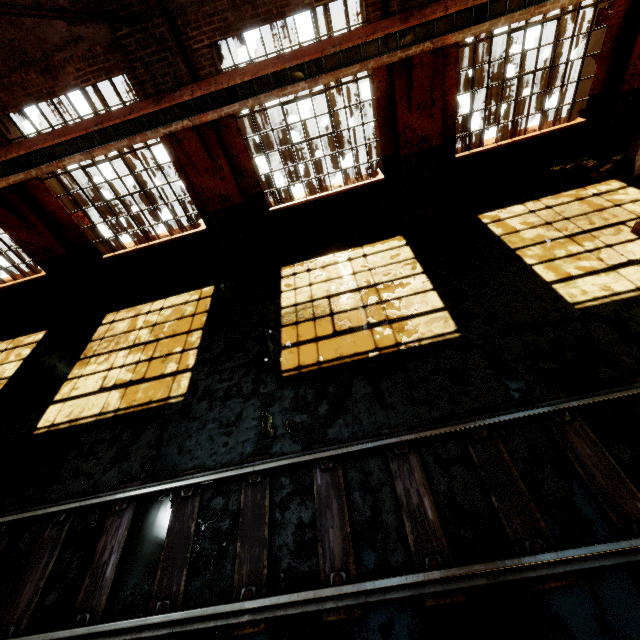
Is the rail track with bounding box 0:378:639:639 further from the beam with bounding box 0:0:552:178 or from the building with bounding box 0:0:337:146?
the beam with bounding box 0:0:552:178

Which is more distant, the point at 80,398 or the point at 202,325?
the point at 202,325

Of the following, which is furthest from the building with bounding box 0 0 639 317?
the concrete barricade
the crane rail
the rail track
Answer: the rail track

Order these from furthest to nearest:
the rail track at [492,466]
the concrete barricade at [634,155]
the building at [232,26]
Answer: the concrete barricade at [634,155] → the building at [232,26] → the rail track at [492,466]

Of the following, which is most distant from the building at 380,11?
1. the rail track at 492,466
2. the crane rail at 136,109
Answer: the rail track at 492,466

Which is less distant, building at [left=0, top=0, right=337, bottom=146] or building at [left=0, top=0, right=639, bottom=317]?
building at [left=0, top=0, right=337, bottom=146]

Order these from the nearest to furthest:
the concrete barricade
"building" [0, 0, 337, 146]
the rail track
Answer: the rail track
"building" [0, 0, 337, 146]
the concrete barricade
